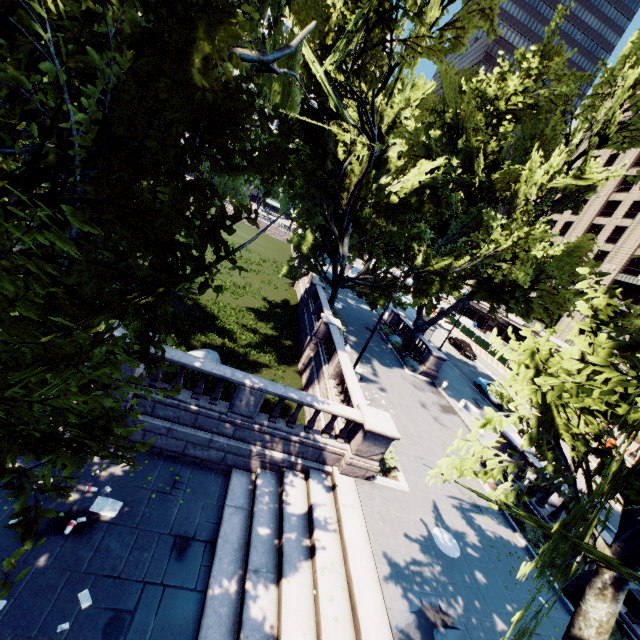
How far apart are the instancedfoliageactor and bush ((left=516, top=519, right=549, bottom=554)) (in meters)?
14.87

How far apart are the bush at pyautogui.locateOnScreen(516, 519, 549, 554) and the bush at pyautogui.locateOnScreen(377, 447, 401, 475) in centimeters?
516cm

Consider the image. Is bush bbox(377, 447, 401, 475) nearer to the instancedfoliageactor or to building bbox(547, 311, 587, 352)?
the instancedfoliageactor

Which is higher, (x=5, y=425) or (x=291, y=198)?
(x=291, y=198)

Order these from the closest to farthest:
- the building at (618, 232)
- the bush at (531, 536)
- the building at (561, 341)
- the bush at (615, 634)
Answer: the bush at (615, 634)
the bush at (531, 536)
the building at (618, 232)
the building at (561, 341)

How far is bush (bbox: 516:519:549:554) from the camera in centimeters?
1280cm

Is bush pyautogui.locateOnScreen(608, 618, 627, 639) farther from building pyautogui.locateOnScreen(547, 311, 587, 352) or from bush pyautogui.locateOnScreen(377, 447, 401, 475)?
building pyautogui.locateOnScreen(547, 311, 587, 352)

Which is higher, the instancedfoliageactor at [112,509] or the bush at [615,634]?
the bush at [615,634]
